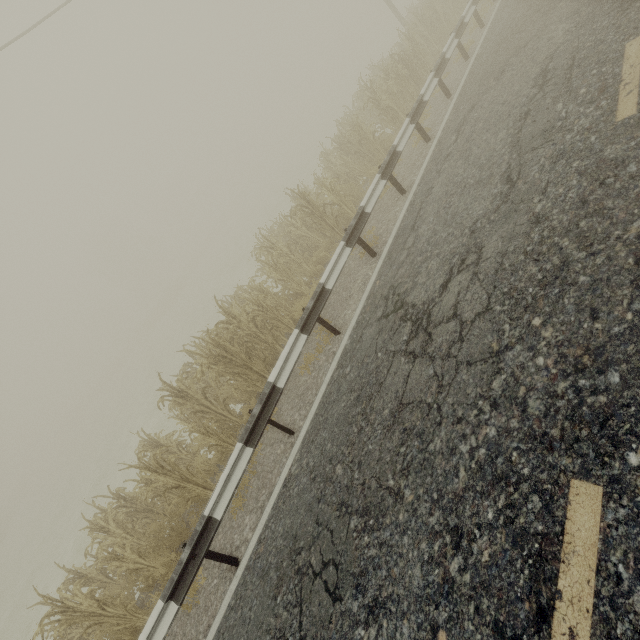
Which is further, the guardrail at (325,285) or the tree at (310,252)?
the tree at (310,252)

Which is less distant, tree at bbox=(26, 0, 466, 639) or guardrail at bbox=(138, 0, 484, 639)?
guardrail at bbox=(138, 0, 484, 639)

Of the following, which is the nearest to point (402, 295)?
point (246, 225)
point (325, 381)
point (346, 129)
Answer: point (325, 381)
